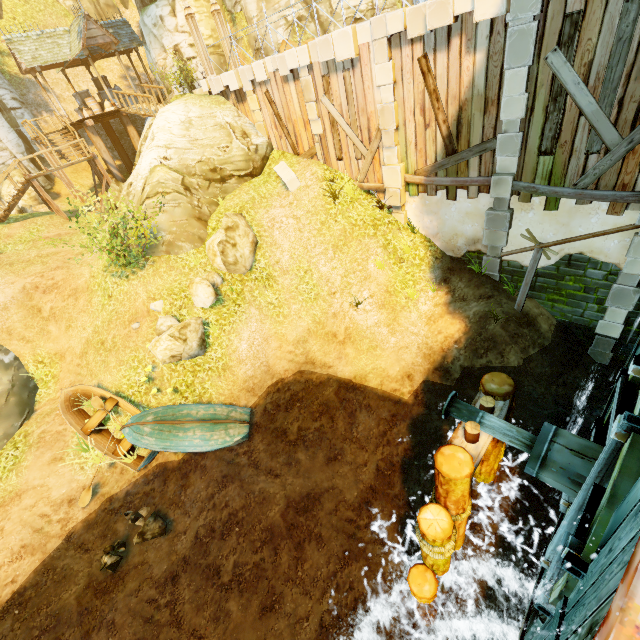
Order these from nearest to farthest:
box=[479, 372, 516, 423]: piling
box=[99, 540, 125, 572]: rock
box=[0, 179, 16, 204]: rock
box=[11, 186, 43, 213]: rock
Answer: box=[479, 372, 516, 423]: piling < box=[99, 540, 125, 572]: rock < box=[11, 186, 43, 213]: rock < box=[0, 179, 16, 204]: rock

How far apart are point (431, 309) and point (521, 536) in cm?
667

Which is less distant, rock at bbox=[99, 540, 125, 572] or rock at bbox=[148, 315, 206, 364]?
rock at bbox=[99, 540, 125, 572]

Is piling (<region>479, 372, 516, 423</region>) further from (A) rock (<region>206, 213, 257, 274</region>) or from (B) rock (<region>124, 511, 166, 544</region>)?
(A) rock (<region>206, 213, 257, 274</region>)

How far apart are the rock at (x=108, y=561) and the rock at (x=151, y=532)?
0.22m

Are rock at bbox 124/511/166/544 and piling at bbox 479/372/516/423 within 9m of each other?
yes

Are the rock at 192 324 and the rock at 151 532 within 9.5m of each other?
yes

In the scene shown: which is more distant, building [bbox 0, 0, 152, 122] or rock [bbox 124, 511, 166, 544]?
building [bbox 0, 0, 152, 122]
